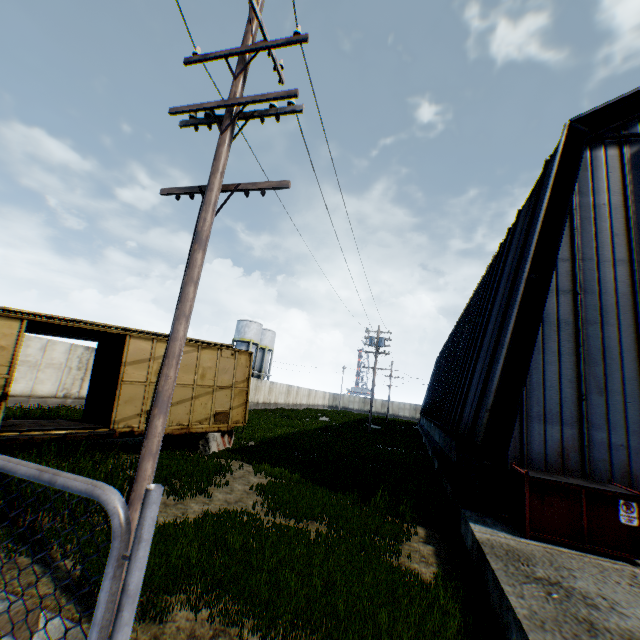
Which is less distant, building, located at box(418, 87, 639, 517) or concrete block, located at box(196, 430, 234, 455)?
building, located at box(418, 87, 639, 517)

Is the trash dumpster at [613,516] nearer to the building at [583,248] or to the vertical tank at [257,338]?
the building at [583,248]

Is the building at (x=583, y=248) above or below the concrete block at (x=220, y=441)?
above

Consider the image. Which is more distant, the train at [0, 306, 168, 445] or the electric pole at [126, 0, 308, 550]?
the train at [0, 306, 168, 445]

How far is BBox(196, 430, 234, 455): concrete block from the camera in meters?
12.4

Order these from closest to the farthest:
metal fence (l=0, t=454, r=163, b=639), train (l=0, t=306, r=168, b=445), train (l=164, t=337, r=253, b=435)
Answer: metal fence (l=0, t=454, r=163, b=639) → train (l=0, t=306, r=168, b=445) → train (l=164, t=337, r=253, b=435)

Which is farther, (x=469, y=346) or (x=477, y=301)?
(x=477, y=301)

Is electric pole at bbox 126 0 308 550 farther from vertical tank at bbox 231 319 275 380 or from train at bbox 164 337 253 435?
vertical tank at bbox 231 319 275 380
